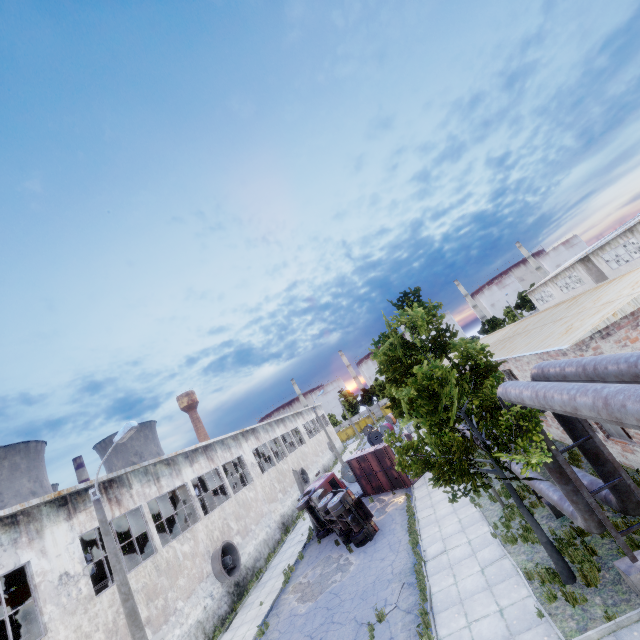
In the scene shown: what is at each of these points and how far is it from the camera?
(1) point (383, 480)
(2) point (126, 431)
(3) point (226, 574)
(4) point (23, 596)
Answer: (1) truck dump body, 24.3 meters
(2) lamp post, 11.4 meters
(3) fan, 19.5 meters
(4) crane, 15.9 meters

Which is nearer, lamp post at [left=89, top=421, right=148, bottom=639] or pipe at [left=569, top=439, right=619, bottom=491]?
pipe at [left=569, top=439, right=619, bottom=491]

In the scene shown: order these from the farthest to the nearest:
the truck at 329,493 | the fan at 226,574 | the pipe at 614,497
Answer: the fan at 226,574, the truck at 329,493, the pipe at 614,497

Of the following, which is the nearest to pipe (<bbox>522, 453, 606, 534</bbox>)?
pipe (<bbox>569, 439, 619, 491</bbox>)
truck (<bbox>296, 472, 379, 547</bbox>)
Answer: pipe (<bbox>569, 439, 619, 491</bbox>)

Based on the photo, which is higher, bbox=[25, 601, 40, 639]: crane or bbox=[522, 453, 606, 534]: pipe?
bbox=[25, 601, 40, 639]: crane

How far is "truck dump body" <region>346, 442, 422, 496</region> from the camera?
23.1 meters

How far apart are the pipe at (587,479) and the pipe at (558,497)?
0.37m

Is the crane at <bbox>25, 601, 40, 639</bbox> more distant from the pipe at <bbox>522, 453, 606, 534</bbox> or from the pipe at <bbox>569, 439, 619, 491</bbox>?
the pipe at <bbox>569, 439, 619, 491</bbox>
